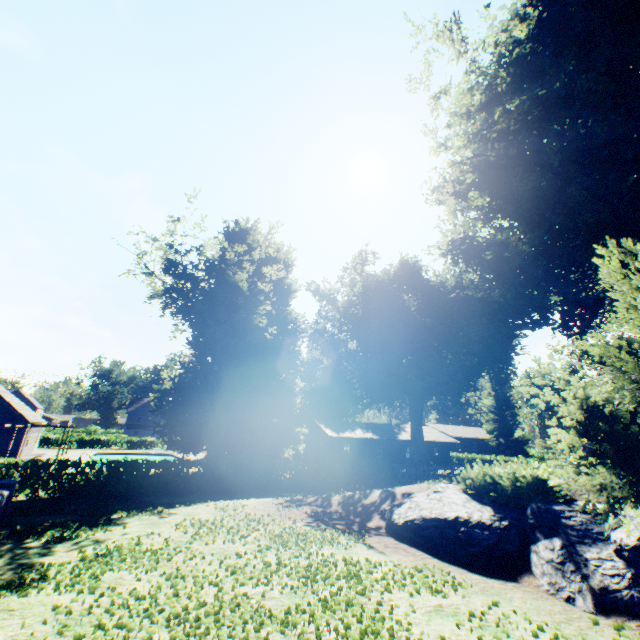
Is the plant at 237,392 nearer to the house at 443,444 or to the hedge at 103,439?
the hedge at 103,439

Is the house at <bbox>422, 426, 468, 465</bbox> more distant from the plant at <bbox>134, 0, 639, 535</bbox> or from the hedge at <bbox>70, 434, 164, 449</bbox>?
the hedge at <bbox>70, 434, 164, 449</bbox>

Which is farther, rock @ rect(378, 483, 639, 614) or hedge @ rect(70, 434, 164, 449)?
hedge @ rect(70, 434, 164, 449)

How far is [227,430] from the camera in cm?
2539

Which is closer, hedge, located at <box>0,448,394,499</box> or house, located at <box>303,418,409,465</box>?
hedge, located at <box>0,448,394,499</box>

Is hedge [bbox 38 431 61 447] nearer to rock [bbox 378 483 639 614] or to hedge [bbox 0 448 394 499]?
hedge [bbox 0 448 394 499]

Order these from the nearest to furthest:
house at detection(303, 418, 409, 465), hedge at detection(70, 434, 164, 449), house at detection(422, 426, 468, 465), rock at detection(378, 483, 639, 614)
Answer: rock at detection(378, 483, 639, 614), house at detection(303, 418, 409, 465), house at detection(422, 426, 468, 465), hedge at detection(70, 434, 164, 449)
